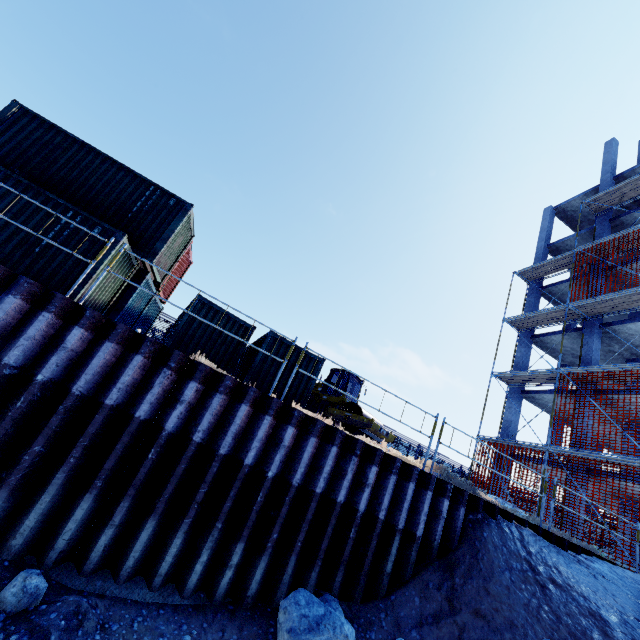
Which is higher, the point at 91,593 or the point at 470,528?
the point at 470,528

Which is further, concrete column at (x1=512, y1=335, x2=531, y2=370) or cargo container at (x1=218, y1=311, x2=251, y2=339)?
concrete column at (x1=512, y1=335, x2=531, y2=370)

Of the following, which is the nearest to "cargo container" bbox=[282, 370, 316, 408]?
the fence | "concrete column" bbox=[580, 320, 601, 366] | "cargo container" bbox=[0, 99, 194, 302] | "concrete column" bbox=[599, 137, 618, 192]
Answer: "cargo container" bbox=[0, 99, 194, 302]

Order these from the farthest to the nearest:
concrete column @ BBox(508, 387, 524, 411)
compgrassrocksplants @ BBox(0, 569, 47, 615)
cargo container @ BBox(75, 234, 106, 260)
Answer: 1. concrete column @ BBox(508, 387, 524, 411)
2. cargo container @ BBox(75, 234, 106, 260)
3. compgrassrocksplants @ BBox(0, 569, 47, 615)

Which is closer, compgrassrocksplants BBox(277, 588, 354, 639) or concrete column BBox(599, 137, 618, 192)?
compgrassrocksplants BBox(277, 588, 354, 639)

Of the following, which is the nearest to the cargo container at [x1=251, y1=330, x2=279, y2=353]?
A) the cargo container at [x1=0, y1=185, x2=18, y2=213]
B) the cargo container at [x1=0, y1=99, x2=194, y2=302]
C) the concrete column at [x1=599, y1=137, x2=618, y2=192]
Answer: the cargo container at [x1=0, y1=99, x2=194, y2=302]

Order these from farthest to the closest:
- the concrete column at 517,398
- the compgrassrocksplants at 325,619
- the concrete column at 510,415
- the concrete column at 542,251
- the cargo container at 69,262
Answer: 1. the concrete column at 542,251
2. the concrete column at 517,398
3. the concrete column at 510,415
4. the cargo container at 69,262
5. the compgrassrocksplants at 325,619

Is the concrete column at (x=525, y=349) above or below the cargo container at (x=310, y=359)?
above
